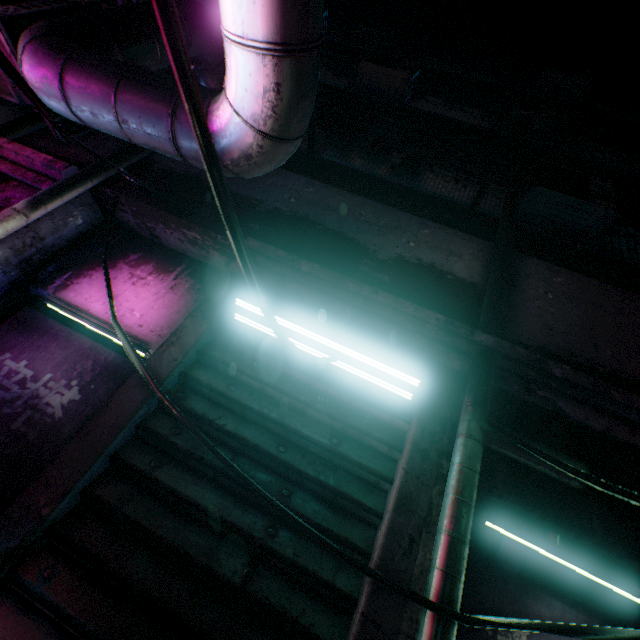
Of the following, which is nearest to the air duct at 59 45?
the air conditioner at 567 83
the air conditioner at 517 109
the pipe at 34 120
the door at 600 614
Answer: the pipe at 34 120

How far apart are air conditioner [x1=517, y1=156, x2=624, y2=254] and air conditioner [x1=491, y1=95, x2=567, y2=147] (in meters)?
2.18

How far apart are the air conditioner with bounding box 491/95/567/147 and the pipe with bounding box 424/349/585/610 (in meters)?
6.97

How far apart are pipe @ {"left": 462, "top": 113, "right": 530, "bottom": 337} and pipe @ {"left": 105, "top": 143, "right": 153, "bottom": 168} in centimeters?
230cm

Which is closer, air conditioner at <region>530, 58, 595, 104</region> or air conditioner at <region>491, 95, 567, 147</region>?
air conditioner at <region>491, 95, 567, 147</region>

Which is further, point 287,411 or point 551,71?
point 551,71

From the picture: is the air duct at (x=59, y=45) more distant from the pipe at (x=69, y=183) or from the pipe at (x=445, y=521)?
the pipe at (x=445, y=521)

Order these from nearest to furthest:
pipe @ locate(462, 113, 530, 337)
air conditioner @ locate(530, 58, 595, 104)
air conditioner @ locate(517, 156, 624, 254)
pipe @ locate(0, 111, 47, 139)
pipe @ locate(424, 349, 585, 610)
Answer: pipe @ locate(424, 349, 585, 610) → pipe @ locate(462, 113, 530, 337) → pipe @ locate(0, 111, 47, 139) → air conditioner @ locate(517, 156, 624, 254) → air conditioner @ locate(530, 58, 595, 104)
